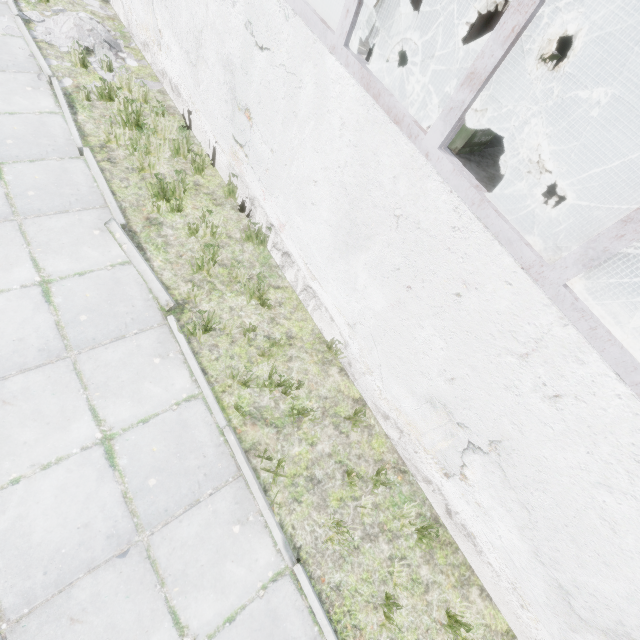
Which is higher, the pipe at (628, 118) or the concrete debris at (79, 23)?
the pipe at (628, 118)

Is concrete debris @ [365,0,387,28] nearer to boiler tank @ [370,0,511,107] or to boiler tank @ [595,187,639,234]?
boiler tank @ [370,0,511,107]

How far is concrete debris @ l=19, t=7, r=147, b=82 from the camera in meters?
5.7

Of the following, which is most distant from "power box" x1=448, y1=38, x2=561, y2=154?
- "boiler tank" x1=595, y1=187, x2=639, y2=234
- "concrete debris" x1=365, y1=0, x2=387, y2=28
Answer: "concrete debris" x1=365, y1=0, x2=387, y2=28

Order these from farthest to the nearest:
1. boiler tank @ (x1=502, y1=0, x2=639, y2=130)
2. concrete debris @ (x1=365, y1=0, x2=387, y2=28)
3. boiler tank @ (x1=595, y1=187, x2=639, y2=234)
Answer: concrete debris @ (x1=365, y1=0, x2=387, y2=28)
boiler tank @ (x1=502, y1=0, x2=639, y2=130)
boiler tank @ (x1=595, y1=187, x2=639, y2=234)

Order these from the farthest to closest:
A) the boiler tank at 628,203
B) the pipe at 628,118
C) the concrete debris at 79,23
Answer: the pipe at 628,118
the boiler tank at 628,203
the concrete debris at 79,23

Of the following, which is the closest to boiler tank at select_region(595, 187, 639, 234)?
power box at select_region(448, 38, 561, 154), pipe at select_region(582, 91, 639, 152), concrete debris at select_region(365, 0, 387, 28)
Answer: power box at select_region(448, 38, 561, 154)

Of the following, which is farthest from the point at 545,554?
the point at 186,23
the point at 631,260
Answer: the point at 186,23
